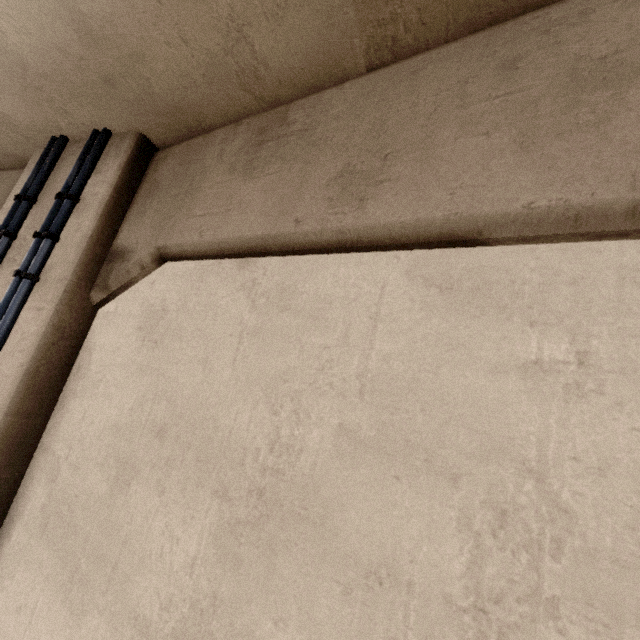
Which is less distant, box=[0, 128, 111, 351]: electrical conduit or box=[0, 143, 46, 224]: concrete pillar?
box=[0, 128, 111, 351]: electrical conduit

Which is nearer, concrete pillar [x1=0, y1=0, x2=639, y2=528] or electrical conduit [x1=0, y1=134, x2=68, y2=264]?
concrete pillar [x1=0, y1=0, x2=639, y2=528]

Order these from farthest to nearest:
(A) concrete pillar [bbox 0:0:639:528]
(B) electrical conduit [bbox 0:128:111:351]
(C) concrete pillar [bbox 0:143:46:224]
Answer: (C) concrete pillar [bbox 0:143:46:224]
(B) electrical conduit [bbox 0:128:111:351]
(A) concrete pillar [bbox 0:0:639:528]

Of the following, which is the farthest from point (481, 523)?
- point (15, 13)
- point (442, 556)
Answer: point (15, 13)

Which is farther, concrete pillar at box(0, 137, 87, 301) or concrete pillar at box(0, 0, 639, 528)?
concrete pillar at box(0, 137, 87, 301)

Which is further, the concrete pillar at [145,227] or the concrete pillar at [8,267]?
the concrete pillar at [8,267]

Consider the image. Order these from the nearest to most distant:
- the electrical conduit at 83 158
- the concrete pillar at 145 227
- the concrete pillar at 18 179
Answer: the concrete pillar at 145 227
the electrical conduit at 83 158
the concrete pillar at 18 179
